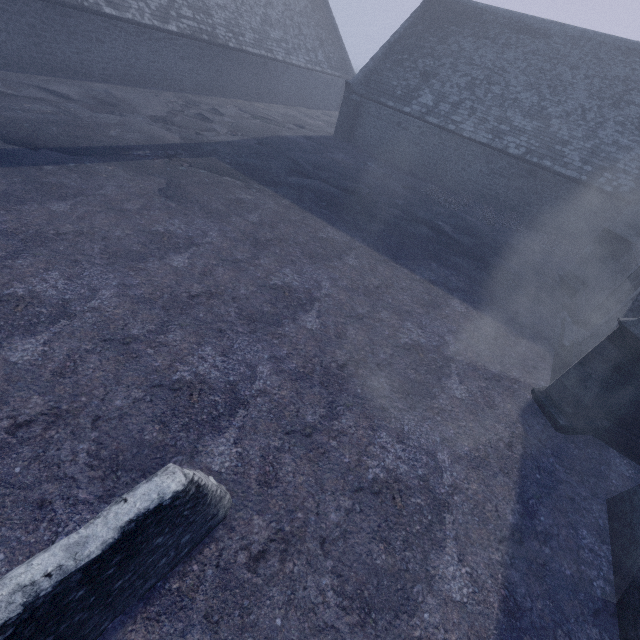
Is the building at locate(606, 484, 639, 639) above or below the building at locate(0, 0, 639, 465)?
below

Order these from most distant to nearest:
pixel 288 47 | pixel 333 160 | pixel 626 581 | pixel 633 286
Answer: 1. pixel 288 47
2. pixel 333 160
3. pixel 633 286
4. pixel 626 581

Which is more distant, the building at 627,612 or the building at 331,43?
the building at 331,43

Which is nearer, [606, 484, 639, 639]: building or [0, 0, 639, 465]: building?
[606, 484, 639, 639]: building

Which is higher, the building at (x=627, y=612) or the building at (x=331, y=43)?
the building at (x=331, y=43)
